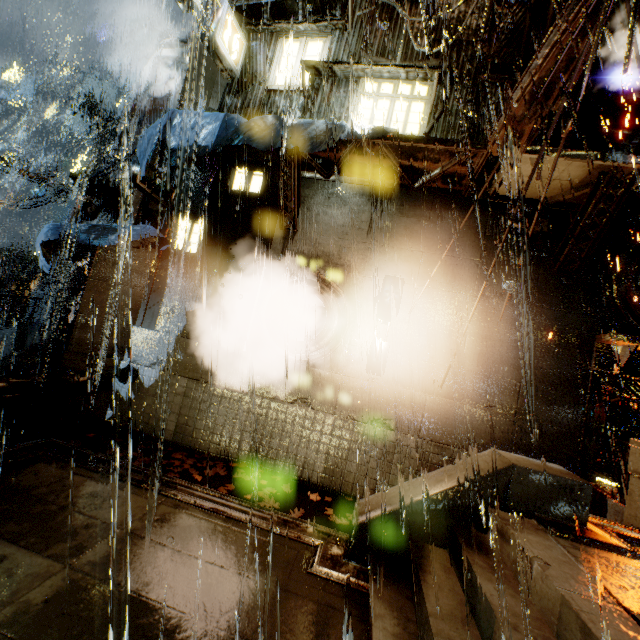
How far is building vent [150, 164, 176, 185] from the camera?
14.4m

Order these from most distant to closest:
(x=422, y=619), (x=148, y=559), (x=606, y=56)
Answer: (x=606, y=56)
(x=148, y=559)
(x=422, y=619)

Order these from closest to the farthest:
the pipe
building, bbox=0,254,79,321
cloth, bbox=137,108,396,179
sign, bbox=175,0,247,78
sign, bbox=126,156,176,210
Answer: the pipe, cloth, bbox=137,108,396,179, sign, bbox=126,156,176,210, sign, bbox=175,0,247,78, building, bbox=0,254,79,321

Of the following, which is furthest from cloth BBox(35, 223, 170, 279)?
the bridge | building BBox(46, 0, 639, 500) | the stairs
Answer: the stairs

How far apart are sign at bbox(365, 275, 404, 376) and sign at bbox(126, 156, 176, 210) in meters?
6.8 m

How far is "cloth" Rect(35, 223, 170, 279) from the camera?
8.62m

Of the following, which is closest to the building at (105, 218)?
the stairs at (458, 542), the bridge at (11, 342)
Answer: the bridge at (11, 342)

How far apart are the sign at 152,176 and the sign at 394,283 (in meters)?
6.82
